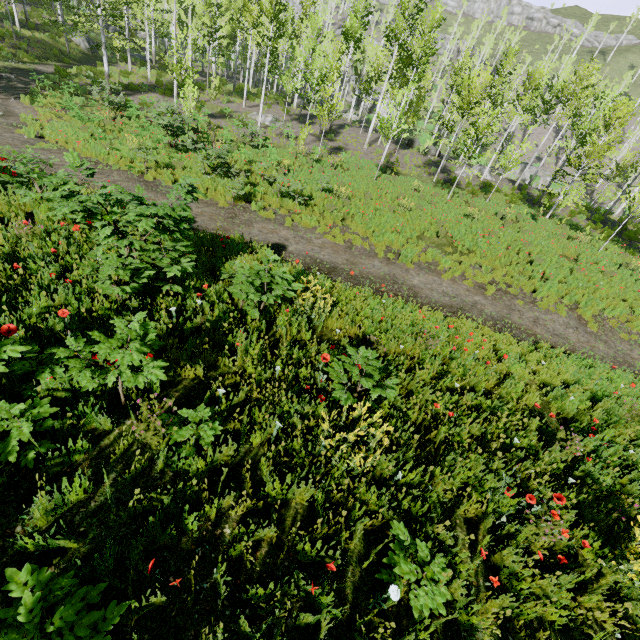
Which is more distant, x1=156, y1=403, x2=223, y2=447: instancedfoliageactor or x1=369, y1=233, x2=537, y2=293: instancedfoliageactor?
x1=369, y1=233, x2=537, y2=293: instancedfoliageactor

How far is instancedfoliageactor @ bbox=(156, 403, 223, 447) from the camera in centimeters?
305cm

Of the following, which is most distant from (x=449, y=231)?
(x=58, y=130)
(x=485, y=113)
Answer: (x=58, y=130)

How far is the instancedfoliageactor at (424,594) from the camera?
2.5 meters

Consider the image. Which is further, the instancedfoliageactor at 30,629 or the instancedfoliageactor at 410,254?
the instancedfoliageactor at 410,254
